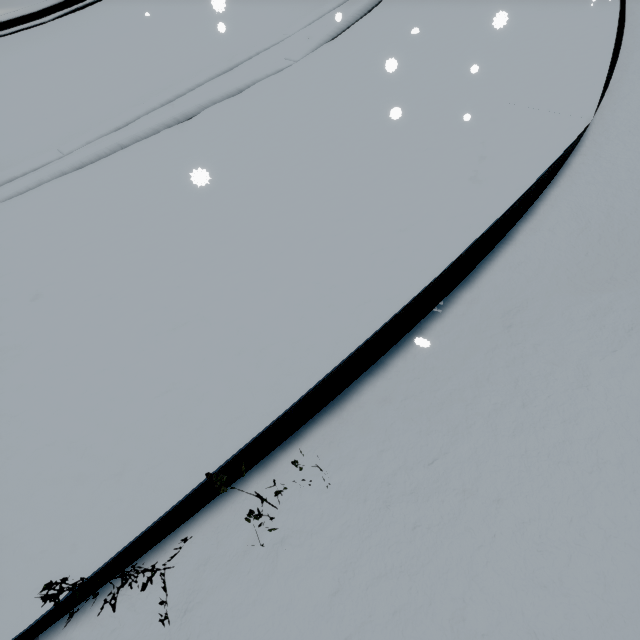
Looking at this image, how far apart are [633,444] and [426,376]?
1.42m
